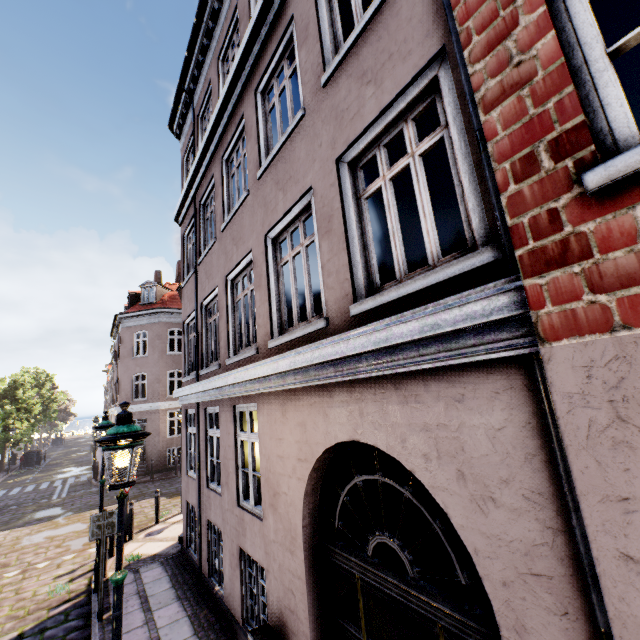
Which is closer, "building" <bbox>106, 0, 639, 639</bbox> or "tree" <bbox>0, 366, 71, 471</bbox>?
"building" <bbox>106, 0, 639, 639</bbox>

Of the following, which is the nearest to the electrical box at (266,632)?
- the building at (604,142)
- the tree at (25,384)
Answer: the building at (604,142)

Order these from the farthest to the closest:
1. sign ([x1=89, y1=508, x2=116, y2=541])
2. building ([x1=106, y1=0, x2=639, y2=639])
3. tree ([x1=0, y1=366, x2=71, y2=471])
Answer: tree ([x1=0, y1=366, x2=71, y2=471])
sign ([x1=89, y1=508, x2=116, y2=541])
building ([x1=106, y1=0, x2=639, y2=639])

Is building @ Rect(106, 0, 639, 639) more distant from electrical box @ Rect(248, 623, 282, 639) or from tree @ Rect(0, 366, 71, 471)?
tree @ Rect(0, 366, 71, 471)

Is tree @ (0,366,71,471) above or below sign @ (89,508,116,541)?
above

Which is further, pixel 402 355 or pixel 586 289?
pixel 402 355

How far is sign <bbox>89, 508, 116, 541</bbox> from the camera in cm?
658
